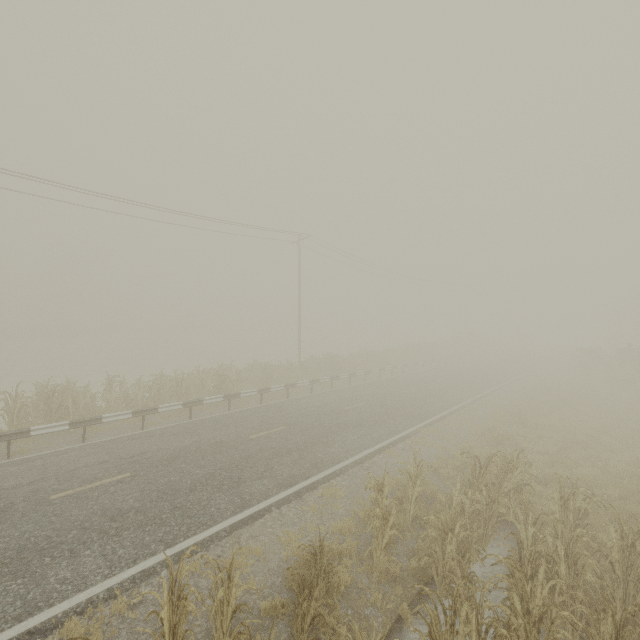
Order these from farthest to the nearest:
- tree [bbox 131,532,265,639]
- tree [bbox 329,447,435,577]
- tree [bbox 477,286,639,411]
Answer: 1. tree [bbox 477,286,639,411]
2. tree [bbox 329,447,435,577]
3. tree [bbox 131,532,265,639]

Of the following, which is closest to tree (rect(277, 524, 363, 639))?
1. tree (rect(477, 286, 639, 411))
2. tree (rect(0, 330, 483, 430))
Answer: tree (rect(0, 330, 483, 430))

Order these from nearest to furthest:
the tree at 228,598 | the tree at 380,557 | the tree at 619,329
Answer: the tree at 228,598 → the tree at 380,557 → the tree at 619,329

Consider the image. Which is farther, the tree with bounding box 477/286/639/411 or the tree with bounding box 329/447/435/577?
the tree with bounding box 477/286/639/411

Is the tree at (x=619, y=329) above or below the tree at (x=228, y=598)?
above

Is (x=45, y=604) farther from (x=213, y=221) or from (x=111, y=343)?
(x=111, y=343)

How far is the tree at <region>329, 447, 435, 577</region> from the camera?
6.02m
